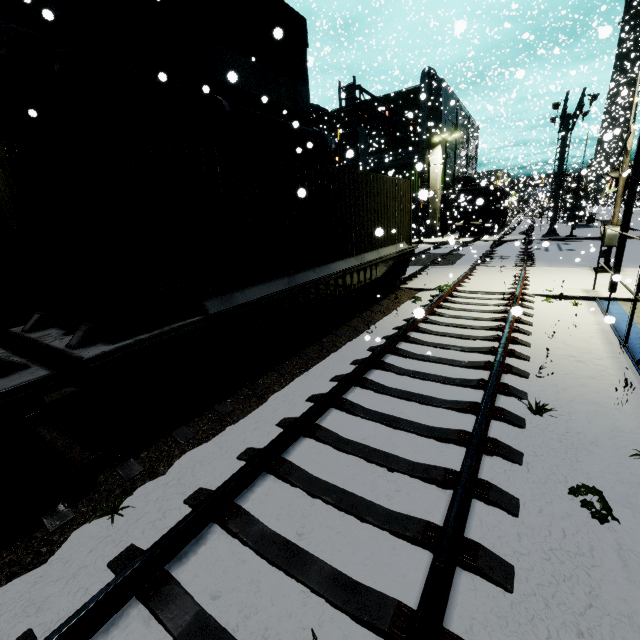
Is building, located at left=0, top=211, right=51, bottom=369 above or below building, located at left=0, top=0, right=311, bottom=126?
below

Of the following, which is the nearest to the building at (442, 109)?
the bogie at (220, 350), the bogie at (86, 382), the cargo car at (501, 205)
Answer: the cargo car at (501, 205)

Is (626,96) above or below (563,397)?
above

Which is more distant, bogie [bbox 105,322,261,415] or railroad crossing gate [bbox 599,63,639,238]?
railroad crossing gate [bbox 599,63,639,238]

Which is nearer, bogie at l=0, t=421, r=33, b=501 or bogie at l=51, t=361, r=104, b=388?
bogie at l=0, t=421, r=33, b=501

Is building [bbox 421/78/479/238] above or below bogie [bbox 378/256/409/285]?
above

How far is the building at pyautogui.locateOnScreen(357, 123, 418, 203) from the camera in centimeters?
3362cm

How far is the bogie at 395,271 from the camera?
12.16m
